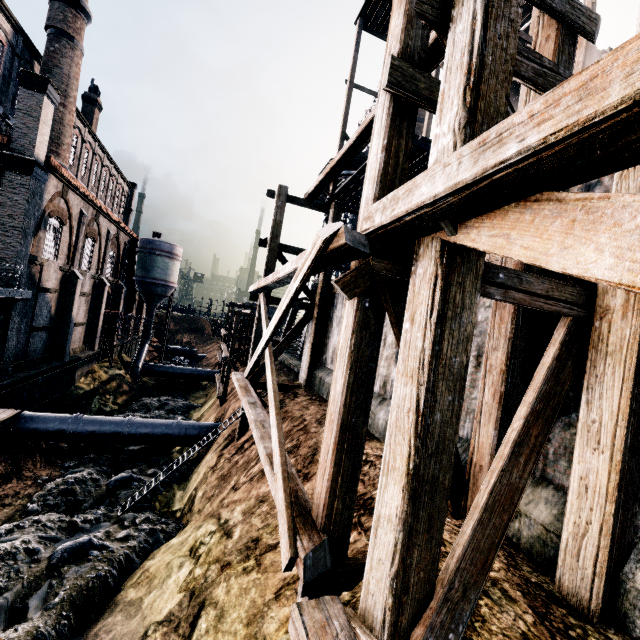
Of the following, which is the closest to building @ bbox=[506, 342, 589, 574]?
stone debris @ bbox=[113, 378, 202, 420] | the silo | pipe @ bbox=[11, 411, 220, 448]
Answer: the silo

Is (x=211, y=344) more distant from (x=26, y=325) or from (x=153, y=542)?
(x=153, y=542)

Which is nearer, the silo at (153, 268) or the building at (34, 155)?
the building at (34, 155)

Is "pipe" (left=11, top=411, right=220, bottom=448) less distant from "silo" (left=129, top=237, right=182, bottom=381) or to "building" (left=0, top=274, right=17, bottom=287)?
"building" (left=0, top=274, right=17, bottom=287)

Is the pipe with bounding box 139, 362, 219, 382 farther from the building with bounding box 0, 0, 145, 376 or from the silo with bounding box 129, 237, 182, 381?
the building with bounding box 0, 0, 145, 376

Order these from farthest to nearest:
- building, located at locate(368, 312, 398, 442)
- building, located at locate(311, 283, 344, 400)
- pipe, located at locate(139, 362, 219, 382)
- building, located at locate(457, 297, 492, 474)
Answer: pipe, located at locate(139, 362, 219, 382) < building, located at locate(311, 283, 344, 400) < building, located at locate(368, 312, 398, 442) < building, located at locate(457, 297, 492, 474)

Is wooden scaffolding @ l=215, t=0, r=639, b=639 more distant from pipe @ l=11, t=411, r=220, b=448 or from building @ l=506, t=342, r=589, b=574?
pipe @ l=11, t=411, r=220, b=448

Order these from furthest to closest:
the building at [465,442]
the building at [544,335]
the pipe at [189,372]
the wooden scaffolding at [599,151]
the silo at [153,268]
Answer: the pipe at [189,372]
the silo at [153,268]
the building at [465,442]
the building at [544,335]
the wooden scaffolding at [599,151]
